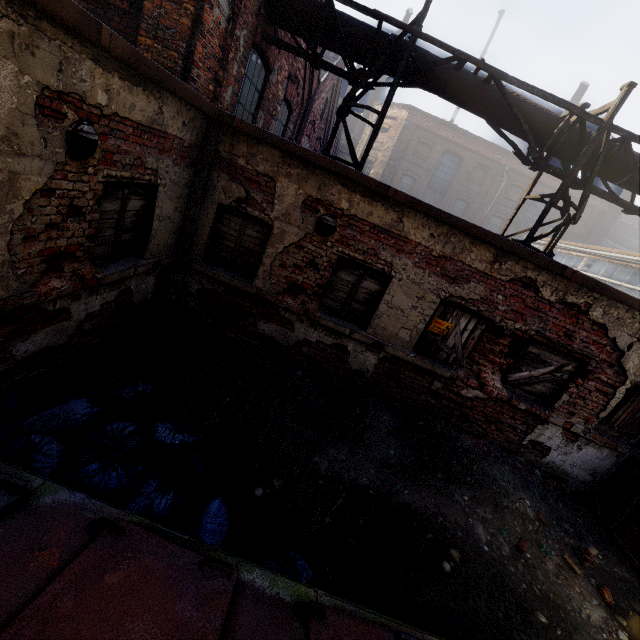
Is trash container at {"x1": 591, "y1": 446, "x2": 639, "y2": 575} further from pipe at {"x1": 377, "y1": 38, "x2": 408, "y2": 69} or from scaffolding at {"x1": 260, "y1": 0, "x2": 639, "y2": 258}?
pipe at {"x1": 377, "y1": 38, "x2": 408, "y2": 69}

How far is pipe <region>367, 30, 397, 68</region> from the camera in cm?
613

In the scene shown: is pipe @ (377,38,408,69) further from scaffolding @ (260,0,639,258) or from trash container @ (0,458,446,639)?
trash container @ (0,458,446,639)

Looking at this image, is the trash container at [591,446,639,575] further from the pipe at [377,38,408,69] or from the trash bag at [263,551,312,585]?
Answer: the pipe at [377,38,408,69]

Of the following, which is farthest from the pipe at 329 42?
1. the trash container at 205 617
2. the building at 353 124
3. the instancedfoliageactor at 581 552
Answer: the building at 353 124

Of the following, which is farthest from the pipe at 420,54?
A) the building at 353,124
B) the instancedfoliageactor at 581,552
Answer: the building at 353,124

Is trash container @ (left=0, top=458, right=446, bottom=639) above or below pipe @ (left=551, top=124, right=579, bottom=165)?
below

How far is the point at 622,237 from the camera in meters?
29.8 m
